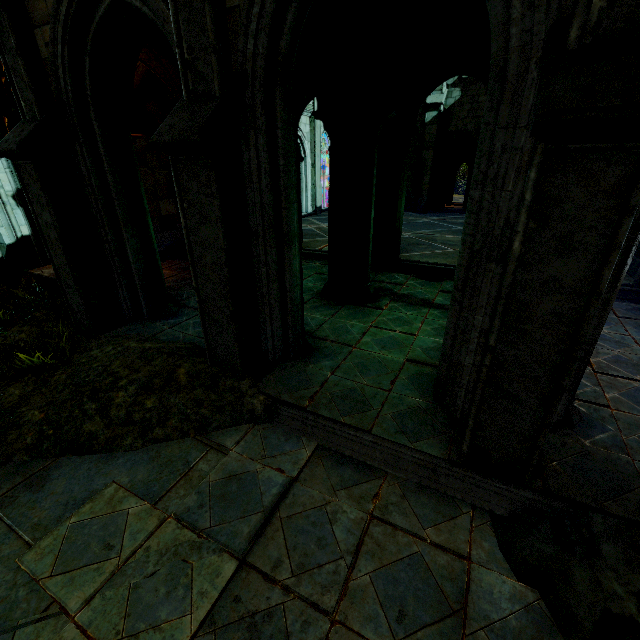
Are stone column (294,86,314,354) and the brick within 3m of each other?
yes

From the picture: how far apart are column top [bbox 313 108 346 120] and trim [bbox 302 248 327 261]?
3.72m

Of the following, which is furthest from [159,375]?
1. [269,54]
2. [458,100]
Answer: [458,100]

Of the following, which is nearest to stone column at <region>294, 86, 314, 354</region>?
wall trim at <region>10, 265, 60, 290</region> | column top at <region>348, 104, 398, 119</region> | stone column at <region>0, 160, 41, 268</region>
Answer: column top at <region>348, 104, 398, 119</region>

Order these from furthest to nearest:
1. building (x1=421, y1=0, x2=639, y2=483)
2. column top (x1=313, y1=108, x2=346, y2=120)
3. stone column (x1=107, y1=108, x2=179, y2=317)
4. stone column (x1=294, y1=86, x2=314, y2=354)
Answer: column top (x1=313, y1=108, x2=346, y2=120) → stone column (x1=107, y1=108, x2=179, y2=317) → stone column (x1=294, y1=86, x2=314, y2=354) → building (x1=421, y1=0, x2=639, y2=483)

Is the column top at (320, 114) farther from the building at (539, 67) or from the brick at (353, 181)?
the building at (539, 67)

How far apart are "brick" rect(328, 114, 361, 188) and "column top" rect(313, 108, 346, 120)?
0.0m

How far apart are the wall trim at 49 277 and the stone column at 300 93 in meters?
3.1
